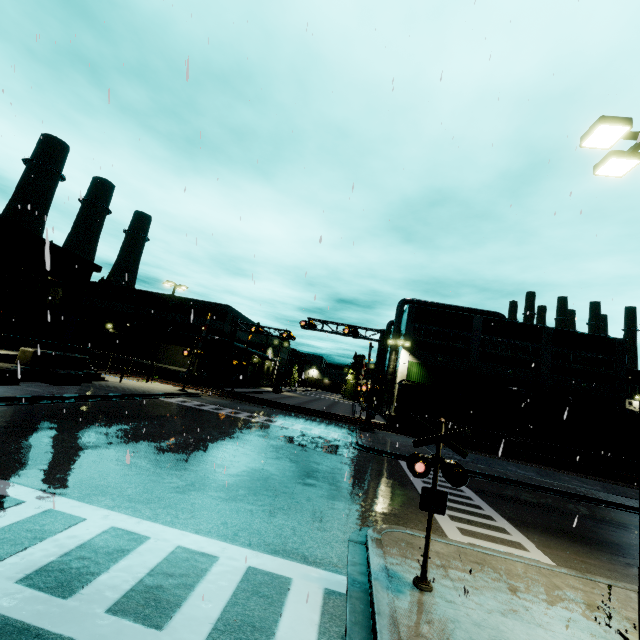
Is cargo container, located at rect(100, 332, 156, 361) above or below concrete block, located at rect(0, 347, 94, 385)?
above

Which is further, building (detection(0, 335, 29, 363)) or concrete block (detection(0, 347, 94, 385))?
building (detection(0, 335, 29, 363))

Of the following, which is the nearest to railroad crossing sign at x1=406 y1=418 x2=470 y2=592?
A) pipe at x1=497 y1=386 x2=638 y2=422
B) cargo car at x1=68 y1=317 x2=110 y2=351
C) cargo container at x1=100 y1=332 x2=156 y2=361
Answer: cargo car at x1=68 y1=317 x2=110 y2=351

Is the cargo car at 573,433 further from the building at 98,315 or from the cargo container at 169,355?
the building at 98,315

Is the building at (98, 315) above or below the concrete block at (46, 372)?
above

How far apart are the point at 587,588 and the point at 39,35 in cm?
2215

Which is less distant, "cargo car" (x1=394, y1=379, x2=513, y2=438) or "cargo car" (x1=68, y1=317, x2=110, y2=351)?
"cargo car" (x1=394, y1=379, x2=513, y2=438)

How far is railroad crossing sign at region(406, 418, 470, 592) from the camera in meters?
5.8 m
